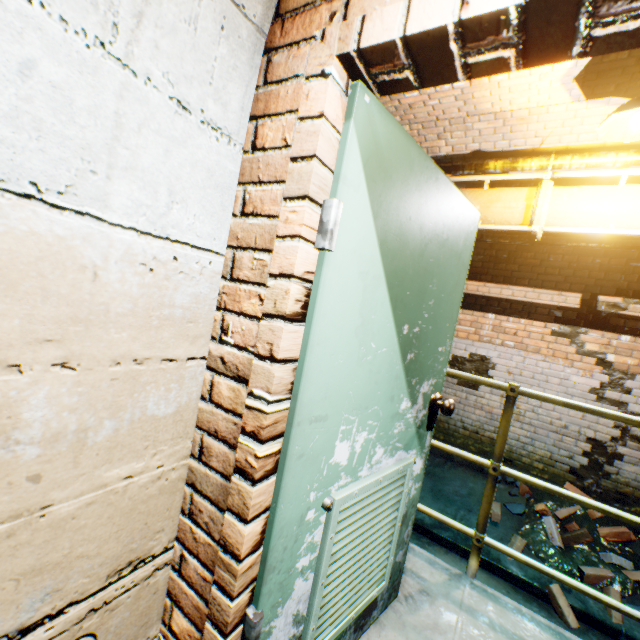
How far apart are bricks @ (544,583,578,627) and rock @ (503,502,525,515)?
0.9m

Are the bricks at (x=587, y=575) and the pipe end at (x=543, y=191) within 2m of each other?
no

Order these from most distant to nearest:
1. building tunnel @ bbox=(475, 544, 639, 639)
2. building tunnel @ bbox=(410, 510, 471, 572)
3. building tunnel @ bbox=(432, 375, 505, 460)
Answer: building tunnel @ bbox=(432, 375, 505, 460)
building tunnel @ bbox=(410, 510, 471, 572)
building tunnel @ bbox=(475, 544, 639, 639)

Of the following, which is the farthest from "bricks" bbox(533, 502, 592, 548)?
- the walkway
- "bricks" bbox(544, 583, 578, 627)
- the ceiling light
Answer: the ceiling light

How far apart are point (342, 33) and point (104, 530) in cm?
142

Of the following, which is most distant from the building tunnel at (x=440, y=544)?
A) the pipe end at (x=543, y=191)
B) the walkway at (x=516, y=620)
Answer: the pipe end at (x=543, y=191)

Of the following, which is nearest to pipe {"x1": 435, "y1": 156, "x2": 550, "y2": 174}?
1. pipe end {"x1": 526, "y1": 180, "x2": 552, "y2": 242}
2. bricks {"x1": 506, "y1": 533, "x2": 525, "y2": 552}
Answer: pipe end {"x1": 526, "y1": 180, "x2": 552, "y2": 242}

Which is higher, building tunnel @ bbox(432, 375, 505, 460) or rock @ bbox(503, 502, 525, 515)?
building tunnel @ bbox(432, 375, 505, 460)
